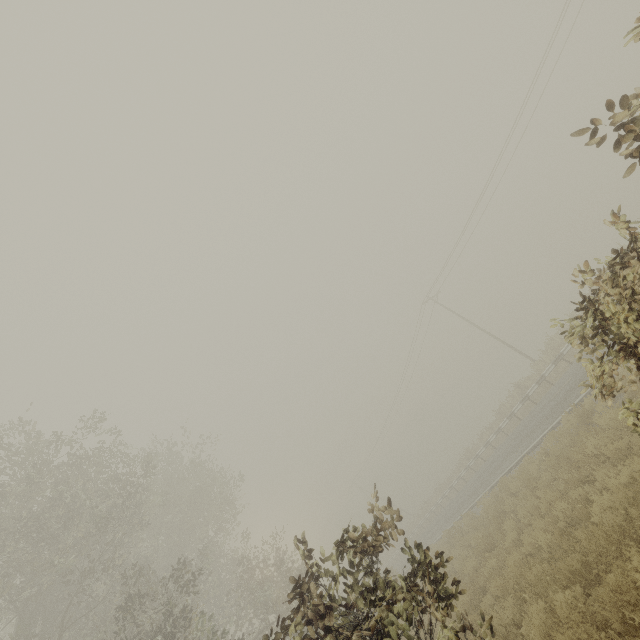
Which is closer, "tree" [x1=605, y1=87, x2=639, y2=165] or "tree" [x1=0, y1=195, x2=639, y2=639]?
"tree" [x1=605, y1=87, x2=639, y2=165]

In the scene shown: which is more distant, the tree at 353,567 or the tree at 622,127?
the tree at 353,567

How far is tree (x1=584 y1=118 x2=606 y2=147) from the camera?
3.5m

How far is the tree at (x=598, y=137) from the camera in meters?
3.5 m

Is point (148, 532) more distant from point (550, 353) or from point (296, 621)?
point (550, 353)
